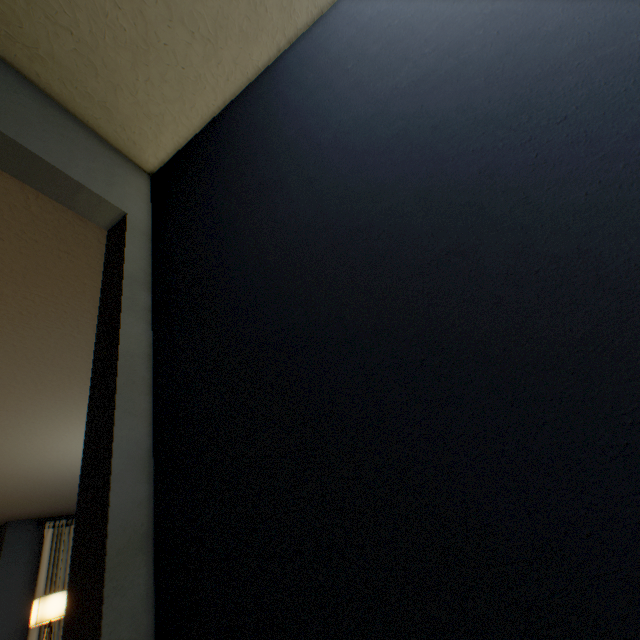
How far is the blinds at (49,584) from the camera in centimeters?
444cm

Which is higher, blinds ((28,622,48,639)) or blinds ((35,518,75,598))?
blinds ((35,518,75,598))

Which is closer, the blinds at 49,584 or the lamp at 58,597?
the lamp at 58,597

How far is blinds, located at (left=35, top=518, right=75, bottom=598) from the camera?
4.4m

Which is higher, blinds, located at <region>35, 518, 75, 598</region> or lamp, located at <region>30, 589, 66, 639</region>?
blinds, located at <region>35, 518, 75, 598</region>

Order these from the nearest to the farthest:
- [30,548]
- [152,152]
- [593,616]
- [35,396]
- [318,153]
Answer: [593,616] < [318,153] < [152,152] < [35,396] < [30,548]

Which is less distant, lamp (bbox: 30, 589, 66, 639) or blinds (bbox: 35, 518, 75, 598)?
lamp (bbox: 30, 589, 66, 639)
